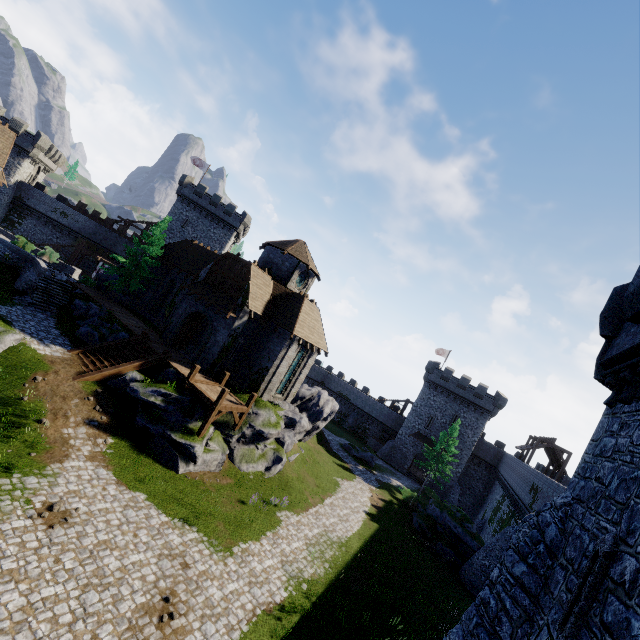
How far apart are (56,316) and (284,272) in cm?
1775

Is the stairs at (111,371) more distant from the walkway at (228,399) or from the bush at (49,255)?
the bush at (49,255)

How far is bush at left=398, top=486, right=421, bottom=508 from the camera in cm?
3450

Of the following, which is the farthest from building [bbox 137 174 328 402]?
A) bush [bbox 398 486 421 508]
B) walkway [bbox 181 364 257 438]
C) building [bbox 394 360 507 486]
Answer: building [bbox 394 360 507 486]

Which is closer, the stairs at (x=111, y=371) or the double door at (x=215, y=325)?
the stairs at (x=111, y=371)

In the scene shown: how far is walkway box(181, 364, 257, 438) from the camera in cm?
1912

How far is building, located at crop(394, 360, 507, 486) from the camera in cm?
4578

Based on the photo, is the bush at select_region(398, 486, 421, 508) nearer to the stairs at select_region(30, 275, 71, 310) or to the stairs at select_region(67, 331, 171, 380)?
the stairs at select_region(67, 331, 171, 380)
